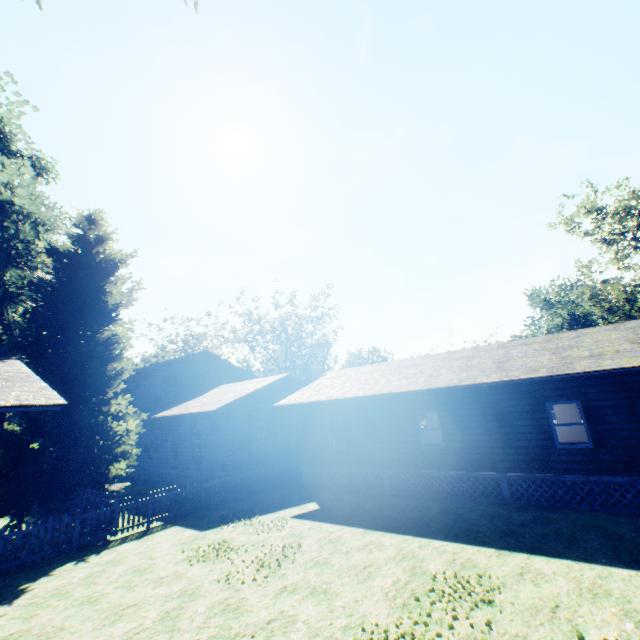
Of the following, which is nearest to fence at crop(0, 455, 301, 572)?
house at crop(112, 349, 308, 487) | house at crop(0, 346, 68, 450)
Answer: house at crop(0, 346, 68, 450)

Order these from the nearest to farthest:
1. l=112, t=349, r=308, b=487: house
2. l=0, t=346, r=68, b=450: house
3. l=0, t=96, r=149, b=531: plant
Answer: l=0, t=346, r=68, b=450: house, l=0, t=96, r=149, b=531: plant, l=112, t=349, r=308, b=487: house

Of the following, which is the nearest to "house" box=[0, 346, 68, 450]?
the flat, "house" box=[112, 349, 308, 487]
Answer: "house" box=[112, 349, 308, 487]

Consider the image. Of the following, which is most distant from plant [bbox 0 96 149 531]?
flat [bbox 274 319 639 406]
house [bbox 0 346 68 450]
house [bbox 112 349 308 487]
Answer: flat [bbox 274 319 639 406]

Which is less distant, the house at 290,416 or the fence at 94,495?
the fence at 94,495

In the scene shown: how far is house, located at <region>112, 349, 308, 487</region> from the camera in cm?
1889

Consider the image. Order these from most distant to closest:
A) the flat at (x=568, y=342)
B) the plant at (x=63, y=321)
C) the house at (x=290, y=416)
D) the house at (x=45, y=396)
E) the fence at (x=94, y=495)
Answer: the house at (x=290, y=416), the plant at (x=63, y=321), the flat at (x=568, y=342), the fence at (x=94, y=495), the house at (x=45, y=396)

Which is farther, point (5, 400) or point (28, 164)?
point (28, 164)
